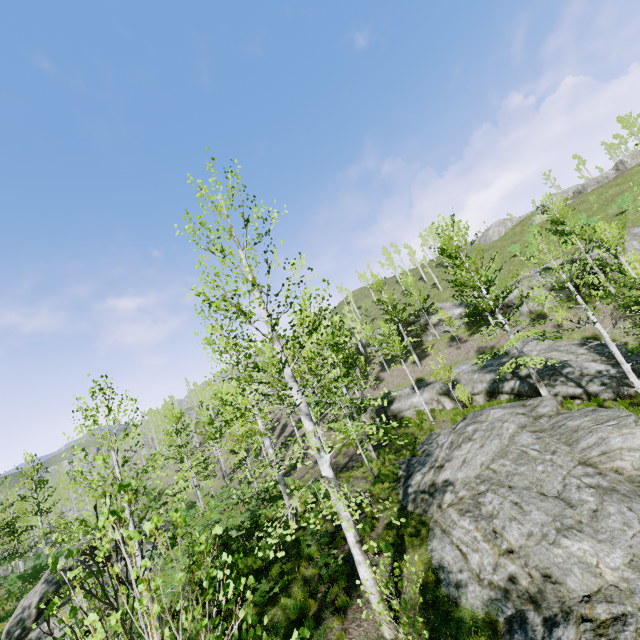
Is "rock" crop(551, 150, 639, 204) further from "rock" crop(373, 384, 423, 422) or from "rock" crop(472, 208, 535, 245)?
"rock" crop(373, 384, 423, 422)

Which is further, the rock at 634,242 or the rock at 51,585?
the rock at 634,242

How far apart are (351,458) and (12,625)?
17.3 meters

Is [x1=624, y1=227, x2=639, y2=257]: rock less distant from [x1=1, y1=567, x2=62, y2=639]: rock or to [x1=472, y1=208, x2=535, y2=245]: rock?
[x1=472, y1=208, x2=535, y2=245]: rock

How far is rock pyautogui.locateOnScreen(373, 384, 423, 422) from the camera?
26.45m

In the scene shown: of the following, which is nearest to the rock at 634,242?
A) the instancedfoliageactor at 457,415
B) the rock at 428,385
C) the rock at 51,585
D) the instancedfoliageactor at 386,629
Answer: the rock at 428,385

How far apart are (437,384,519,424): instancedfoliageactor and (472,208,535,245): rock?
41.28m

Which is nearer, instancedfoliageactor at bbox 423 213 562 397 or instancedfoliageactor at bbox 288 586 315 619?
instancedfoliageactor at bbox 288 586 315 619
